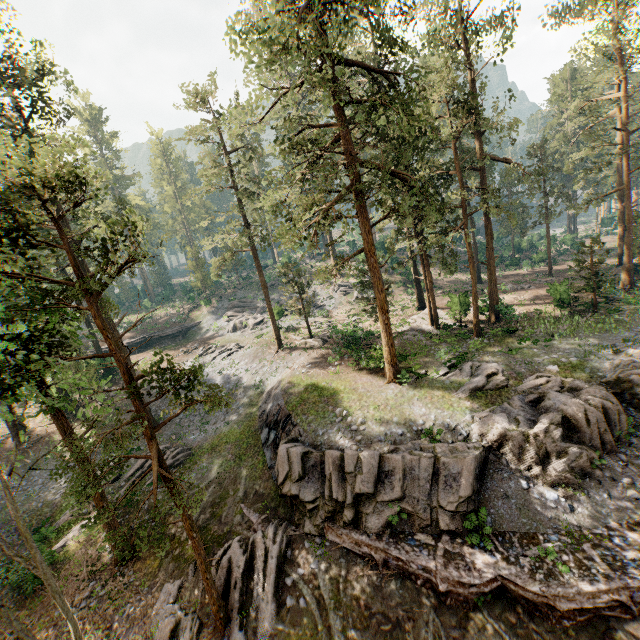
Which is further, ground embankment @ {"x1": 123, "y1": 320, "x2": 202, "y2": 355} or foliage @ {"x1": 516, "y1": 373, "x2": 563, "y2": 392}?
ground embankment @ {"x1": 123, "y1": 320, "x2": 202, "y2": 355}

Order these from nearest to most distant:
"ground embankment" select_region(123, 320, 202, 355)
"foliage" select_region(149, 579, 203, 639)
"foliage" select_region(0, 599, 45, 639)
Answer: "foliage" select_region(0, 599, 45, 639)
"foliage" select_region(149, 579, 203, 639)
"ground embankment" select_region(123, 320, 202, 355)

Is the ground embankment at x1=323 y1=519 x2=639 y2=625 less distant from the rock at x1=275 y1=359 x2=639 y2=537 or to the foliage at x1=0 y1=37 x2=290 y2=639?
the rock at x1=275 y1=359 x2=639 y2=537

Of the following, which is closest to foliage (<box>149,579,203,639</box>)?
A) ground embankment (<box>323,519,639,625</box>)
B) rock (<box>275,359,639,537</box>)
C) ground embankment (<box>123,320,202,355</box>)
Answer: rock (<box>275,359,639,537</box>)

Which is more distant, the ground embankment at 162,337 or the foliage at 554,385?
the ground embankment at 162,337

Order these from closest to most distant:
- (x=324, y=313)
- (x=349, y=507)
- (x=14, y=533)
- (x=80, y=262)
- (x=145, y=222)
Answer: (x=349, y=507)
(x=14, y=533)
(x=80, y=262)
(x=145, y=222)
(x=324, y=313)

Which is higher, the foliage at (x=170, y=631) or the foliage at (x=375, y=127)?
the foliage at (x=375, y=127)

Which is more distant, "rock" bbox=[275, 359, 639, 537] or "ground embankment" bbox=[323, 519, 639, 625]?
"rock" bbox=[275, 359, 639, 537]
